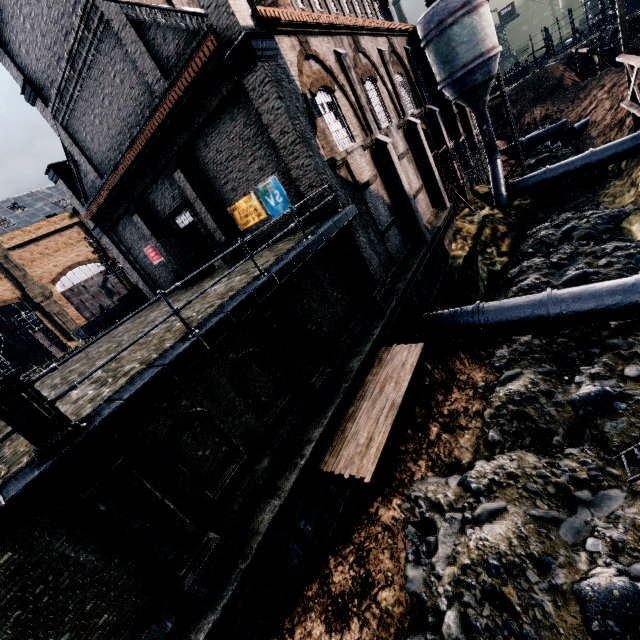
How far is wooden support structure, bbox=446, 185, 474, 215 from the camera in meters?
26.6 m

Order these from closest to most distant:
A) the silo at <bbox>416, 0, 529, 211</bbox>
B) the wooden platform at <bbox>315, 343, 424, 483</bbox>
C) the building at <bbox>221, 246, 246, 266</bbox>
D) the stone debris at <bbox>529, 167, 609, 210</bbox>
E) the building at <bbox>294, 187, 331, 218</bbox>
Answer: the wooden platform at <bbox>315, 343, 424, 483</bbox>, the building at <bbox>294, 187, 331, 218</bbox>, the building at <bbox>221, 246, 246, 266</bbox>, the silo at <bbox>416, 0, 529, 211</bbox>, the stone debris at <bbox>529, 167, 609, 210</bbox>

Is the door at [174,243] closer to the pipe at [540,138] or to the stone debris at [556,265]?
the stone debris at [556,265]

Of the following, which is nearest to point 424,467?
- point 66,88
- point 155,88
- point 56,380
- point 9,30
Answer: point 56,380

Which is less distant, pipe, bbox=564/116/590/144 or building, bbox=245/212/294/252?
building, bbox=245/212/294/252

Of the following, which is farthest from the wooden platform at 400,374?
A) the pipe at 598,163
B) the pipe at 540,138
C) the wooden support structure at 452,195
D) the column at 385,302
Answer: the pipe at 540,138

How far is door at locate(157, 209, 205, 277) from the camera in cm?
1945

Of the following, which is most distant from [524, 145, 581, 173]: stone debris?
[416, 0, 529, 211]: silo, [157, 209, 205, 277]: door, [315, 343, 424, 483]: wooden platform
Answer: [157, 209, 205, 277]: door
